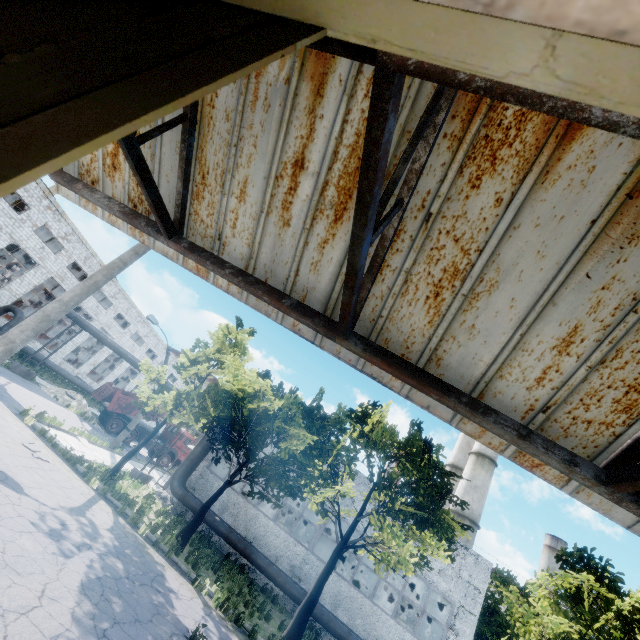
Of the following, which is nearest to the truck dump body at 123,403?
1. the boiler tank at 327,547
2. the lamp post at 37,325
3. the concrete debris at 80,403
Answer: the concrete debris at 80,403

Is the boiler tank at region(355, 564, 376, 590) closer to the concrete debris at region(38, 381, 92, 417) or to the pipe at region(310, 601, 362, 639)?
the pipe at region(310, 601, 362, 639)

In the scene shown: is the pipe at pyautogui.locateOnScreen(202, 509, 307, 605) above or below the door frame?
below

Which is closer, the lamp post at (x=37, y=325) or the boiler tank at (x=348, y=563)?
the lamp post at (x=37, y=325)

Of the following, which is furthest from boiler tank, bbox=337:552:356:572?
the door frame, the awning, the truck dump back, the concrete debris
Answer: the door frame

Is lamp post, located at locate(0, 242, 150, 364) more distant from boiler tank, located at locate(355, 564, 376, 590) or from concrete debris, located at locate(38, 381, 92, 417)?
boiler tank, located at locate(355, 564, 376, 590)

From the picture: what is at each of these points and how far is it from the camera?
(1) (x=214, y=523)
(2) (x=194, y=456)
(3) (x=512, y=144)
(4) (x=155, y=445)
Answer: (1) pipe, 17.2m
(2) pipe, 19.1m
(3) awning, 1.4m
(4) truck, 29.8m

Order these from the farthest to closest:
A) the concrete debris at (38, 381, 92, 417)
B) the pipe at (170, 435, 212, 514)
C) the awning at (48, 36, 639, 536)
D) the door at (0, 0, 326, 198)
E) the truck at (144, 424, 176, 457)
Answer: the truck at (144, 424, 176, 457) < the concrete debris at (38, 381, 92, 417) < the pipe at (170, 435, 212, 514) < the awning at (48, 36, 639, 536) < the door at (0, 0, 326, 198)
